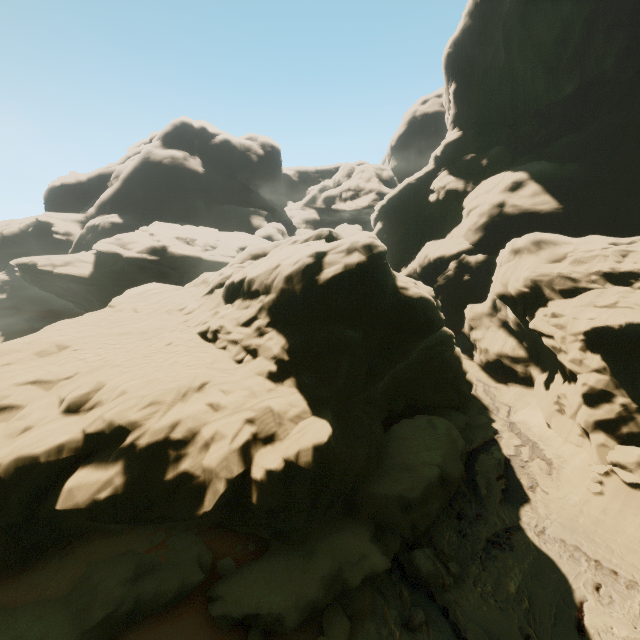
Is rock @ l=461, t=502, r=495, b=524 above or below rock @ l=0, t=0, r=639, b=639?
below

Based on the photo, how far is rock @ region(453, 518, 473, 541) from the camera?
12.0m

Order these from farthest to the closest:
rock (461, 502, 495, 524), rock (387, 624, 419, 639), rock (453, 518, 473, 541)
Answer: rock (461, 502, 495, 524) < rock (453, 518, 473, 541) < rock (387, 624, 419, 639)

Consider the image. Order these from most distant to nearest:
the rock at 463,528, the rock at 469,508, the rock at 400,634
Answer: the rock at 469,508, the rock at 463,528, the rock at 400,634

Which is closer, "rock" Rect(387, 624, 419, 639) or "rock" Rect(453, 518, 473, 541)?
"rock" Rect(387, 624, 419, 639)

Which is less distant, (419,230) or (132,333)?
(132,333)

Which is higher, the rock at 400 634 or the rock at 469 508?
the rock at 469 508
